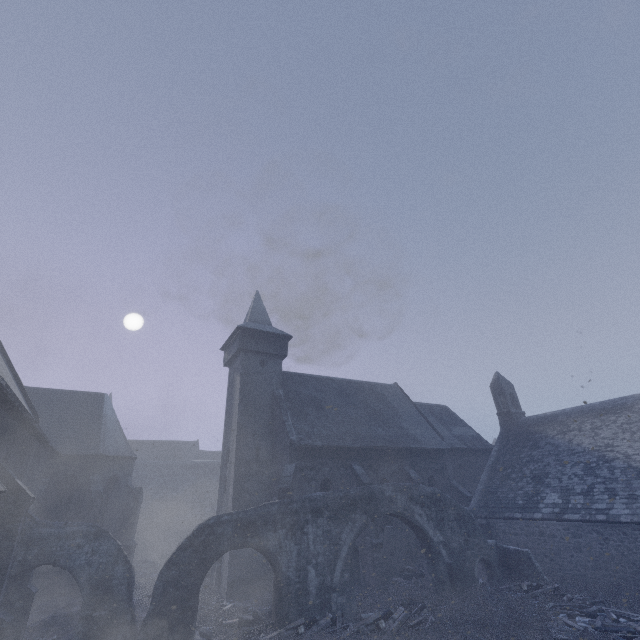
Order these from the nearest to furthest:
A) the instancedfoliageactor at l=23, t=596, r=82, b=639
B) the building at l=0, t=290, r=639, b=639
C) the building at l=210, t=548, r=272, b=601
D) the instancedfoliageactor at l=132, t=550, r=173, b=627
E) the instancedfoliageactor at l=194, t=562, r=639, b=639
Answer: the instancedfoliageactor at l=194, t=562, r=639, b=639 < the instancedfoliageactor at l=23, t=596, r=82, b=639 < the building at l=0, t=290, r=639, b=639 < the instancedfoliageactor at l=132, t=550, r=173, b=627 < the building at l=210, t=548, r=272, b=601

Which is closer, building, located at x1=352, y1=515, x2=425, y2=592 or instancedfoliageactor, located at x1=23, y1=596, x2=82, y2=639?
instancedfoliageactor, located at x1=23, y1=596, x2=82, y2=639

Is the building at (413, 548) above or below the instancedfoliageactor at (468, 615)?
above

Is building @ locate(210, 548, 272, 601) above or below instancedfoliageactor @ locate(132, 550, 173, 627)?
above

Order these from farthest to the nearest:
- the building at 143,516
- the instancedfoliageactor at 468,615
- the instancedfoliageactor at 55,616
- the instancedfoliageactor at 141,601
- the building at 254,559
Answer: the building at 254,559 → the instancedfoliageactor at 141,601 → the building at 143,516 → the instancedfoliageactor at 55,616 → the instancedfoliageactor at 468,615

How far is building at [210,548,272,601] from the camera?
16.33m

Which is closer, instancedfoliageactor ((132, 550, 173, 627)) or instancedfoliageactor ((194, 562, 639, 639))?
instancedfoliageactor ((194, 562, 639, 639))

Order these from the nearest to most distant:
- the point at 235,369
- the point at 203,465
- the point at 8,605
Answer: the point at 8,605
the point at 235,369
the point at 203,465
